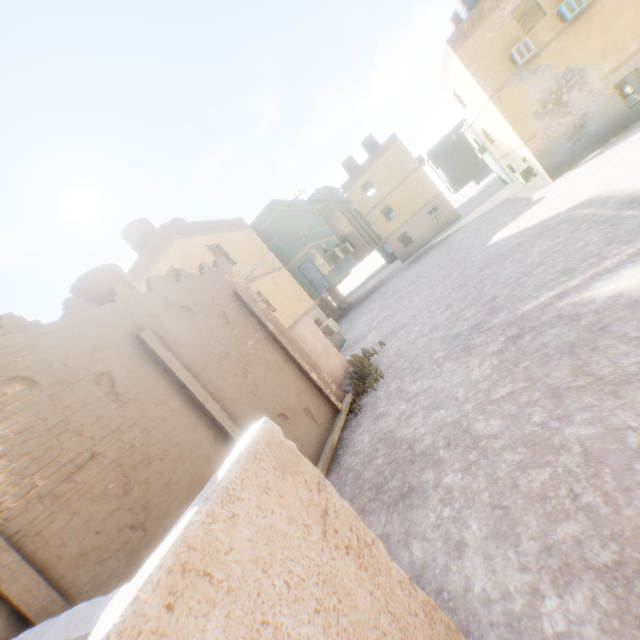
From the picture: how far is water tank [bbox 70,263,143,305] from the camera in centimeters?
967cm

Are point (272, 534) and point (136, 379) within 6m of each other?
yes

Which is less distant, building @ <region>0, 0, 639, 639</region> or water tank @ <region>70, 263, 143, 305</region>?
building @ <region>0, 0, 639, 639</region>

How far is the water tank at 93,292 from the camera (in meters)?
9.67

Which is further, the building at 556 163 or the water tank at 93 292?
the water tank at 93 292
